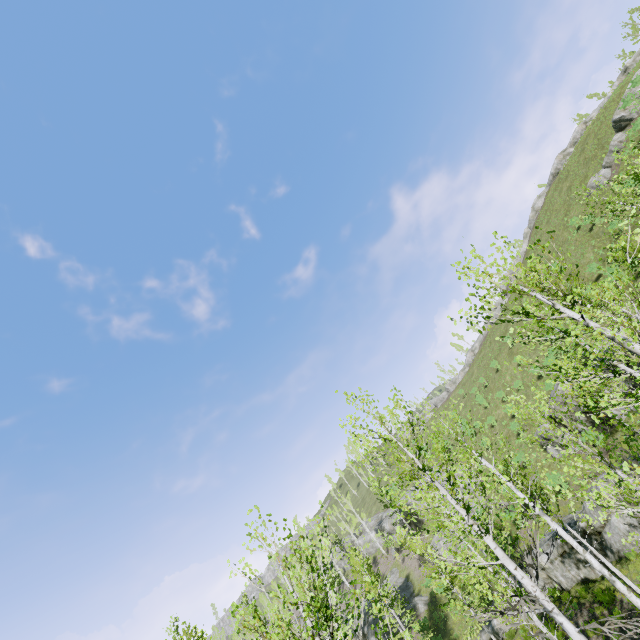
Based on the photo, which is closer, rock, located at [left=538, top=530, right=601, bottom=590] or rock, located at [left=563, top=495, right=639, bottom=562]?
rock, located at [left=563, top=495, right=639, bottom=562]

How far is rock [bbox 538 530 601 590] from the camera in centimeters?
1750cm

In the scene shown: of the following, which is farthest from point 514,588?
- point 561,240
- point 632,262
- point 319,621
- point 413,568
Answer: point 561,240

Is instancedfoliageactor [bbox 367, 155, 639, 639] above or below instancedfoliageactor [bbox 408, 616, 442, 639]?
below

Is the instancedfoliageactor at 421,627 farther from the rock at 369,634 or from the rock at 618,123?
the rock at 618,123

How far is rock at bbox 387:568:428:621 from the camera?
30.8 meters

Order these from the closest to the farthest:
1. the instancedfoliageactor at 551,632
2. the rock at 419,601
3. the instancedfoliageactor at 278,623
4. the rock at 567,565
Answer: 1. the instancedfoliageactor at 278,623
2. the instancedfoliageactor at 551,632
3. the rock at 567,565
4. the rock at 419,601

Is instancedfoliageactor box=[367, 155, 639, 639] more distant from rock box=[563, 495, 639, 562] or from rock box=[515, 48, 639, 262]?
rock box=[515, 48, 639, 262]
